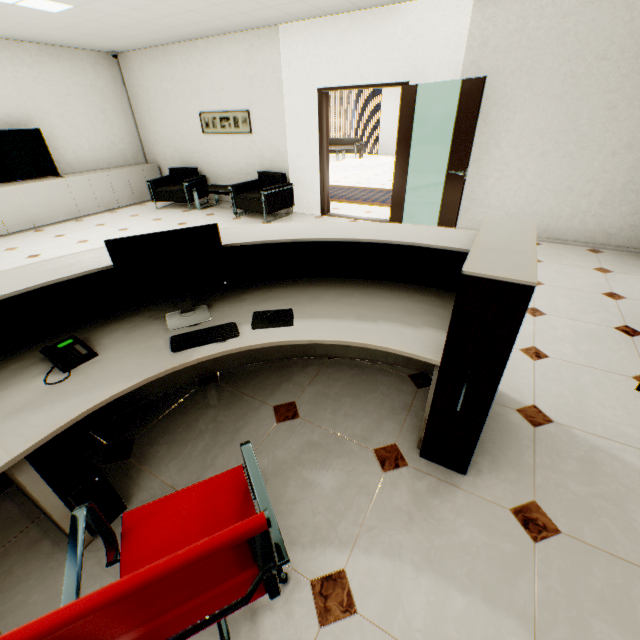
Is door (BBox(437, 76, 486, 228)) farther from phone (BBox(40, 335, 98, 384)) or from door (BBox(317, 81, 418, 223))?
phone (BBox(40, 335, 98, 384))

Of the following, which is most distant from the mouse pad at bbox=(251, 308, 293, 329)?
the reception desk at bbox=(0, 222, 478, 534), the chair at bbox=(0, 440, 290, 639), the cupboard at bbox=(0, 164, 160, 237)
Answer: the cupboard at bbox=(0, 164, 160, 237)

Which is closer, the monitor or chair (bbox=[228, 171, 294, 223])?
the monitor

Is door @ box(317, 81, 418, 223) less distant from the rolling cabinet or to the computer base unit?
the rolling cabinet

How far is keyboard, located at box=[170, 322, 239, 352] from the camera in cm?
166

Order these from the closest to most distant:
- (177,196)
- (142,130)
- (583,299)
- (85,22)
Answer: (583,299) → (85,22) → (177,196) → (142,130)

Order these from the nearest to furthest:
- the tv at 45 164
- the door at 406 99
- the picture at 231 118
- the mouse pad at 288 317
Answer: the mouse pad at 288 317, the door at 406 99, the tv at 45 164, the picture at 231 118

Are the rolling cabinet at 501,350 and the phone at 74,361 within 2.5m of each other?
yes
